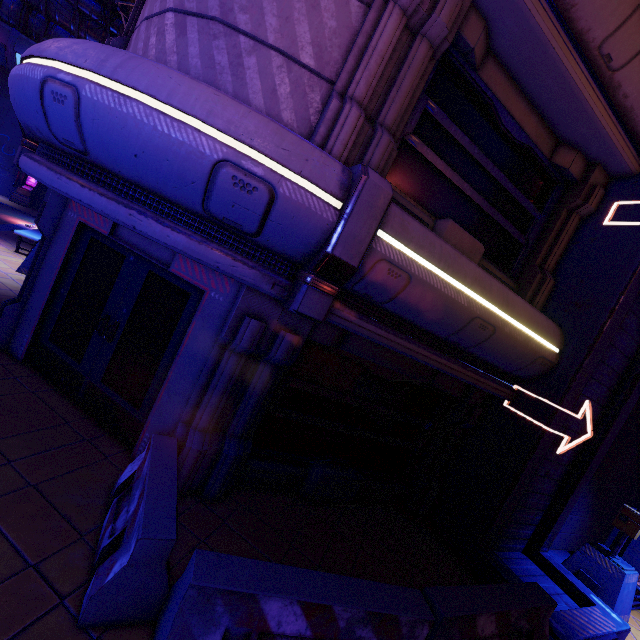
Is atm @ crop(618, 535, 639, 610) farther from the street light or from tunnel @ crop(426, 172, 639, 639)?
tunnel @ crop(426, 172, 639, 639)

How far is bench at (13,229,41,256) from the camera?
10.55m

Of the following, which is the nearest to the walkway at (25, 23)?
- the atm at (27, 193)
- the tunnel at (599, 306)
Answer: the atm at (27, 193)

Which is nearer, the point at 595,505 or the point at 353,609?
the point at 353,609

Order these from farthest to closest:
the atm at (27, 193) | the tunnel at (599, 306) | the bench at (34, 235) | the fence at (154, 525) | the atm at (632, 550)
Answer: the atm at (27, 193)
the bench at (34, 235)
the atm at (632, 550)
the tunnel at (599, 306)
the fence at (154, 525)

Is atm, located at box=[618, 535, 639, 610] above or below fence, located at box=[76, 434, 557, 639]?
above

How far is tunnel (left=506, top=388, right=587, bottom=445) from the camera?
5.6 meters

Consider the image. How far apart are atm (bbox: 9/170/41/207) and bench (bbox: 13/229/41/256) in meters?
10.6 m
